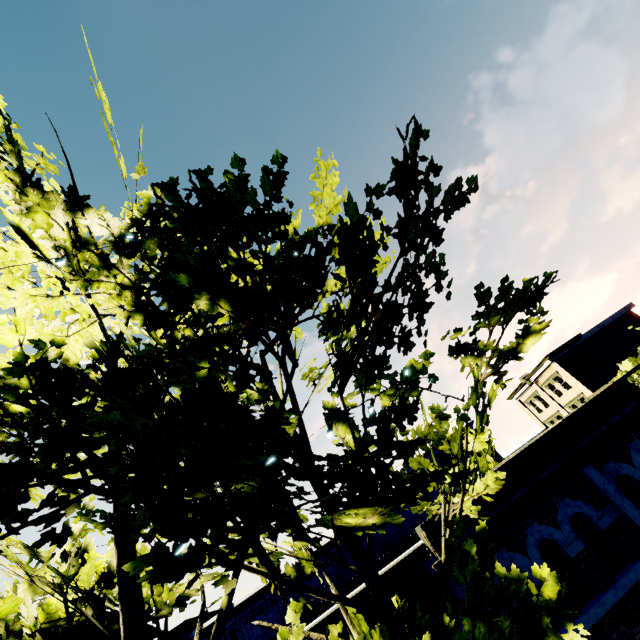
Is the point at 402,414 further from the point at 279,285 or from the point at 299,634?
the point at 299,634

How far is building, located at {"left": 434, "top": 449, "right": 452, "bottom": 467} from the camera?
39.31m

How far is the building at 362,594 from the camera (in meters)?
6.74

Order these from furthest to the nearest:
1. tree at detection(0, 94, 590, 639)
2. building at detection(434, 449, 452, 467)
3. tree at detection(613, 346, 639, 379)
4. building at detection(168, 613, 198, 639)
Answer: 1. building at detection(434, 449, 452, 467)
2. building at detection(168, 613, 198, 639)
3. tree at detection(613, 346, 639, 379)
4. tree at detection(0, 94, 590, 639)

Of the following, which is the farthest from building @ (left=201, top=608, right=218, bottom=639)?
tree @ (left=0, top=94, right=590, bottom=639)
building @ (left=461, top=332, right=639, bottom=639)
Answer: tree @ (left=0, top=94, right=590, bottom=639)

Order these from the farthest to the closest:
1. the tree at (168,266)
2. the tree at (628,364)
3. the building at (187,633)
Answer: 1. the building at (187,633)
2. the tree at (628,364)
3. the tree at (168,266)

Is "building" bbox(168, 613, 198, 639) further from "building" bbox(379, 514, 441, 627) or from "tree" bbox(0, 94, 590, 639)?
"tree" bbox(0, 94, 590, 639)

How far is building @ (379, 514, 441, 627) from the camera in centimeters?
677cm
